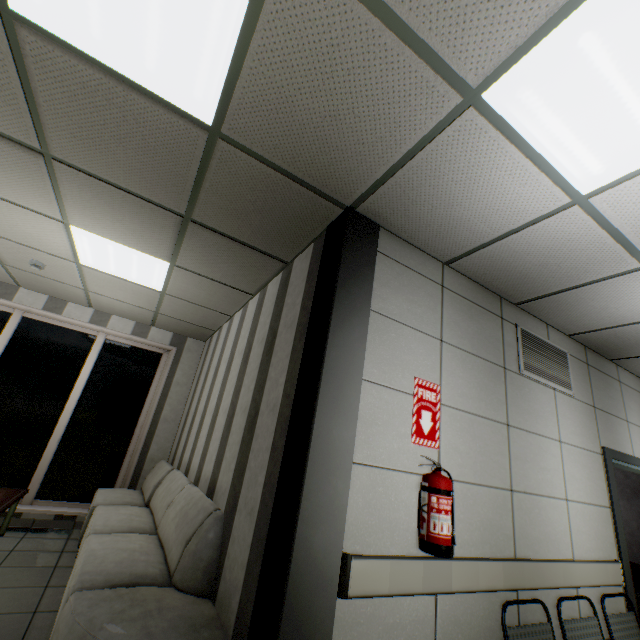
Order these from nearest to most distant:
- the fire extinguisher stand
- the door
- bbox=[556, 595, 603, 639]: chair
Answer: the fire extinguisher stand < bbox=[556, 595, 603, 639]: chair < the door

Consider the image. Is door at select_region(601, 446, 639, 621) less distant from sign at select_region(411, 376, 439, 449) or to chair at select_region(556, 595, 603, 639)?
chair at select_region(556, 595, 603, 639)

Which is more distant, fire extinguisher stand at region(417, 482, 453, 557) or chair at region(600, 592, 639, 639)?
chair at region(600, 592, 639, 639)

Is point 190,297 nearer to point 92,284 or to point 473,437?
point 92,284

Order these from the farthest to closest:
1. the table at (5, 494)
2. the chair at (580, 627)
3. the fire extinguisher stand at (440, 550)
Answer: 1. the table at (5, 494)
2. the chair at (580, 627)
3. the fire extinguisher stand at (440, 550)

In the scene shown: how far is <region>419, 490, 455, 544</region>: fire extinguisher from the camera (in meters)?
1.80

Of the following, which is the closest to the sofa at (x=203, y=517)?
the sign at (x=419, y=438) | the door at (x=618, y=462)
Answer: the sign at (x=419, y=438)

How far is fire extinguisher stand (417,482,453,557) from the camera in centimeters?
176cm
